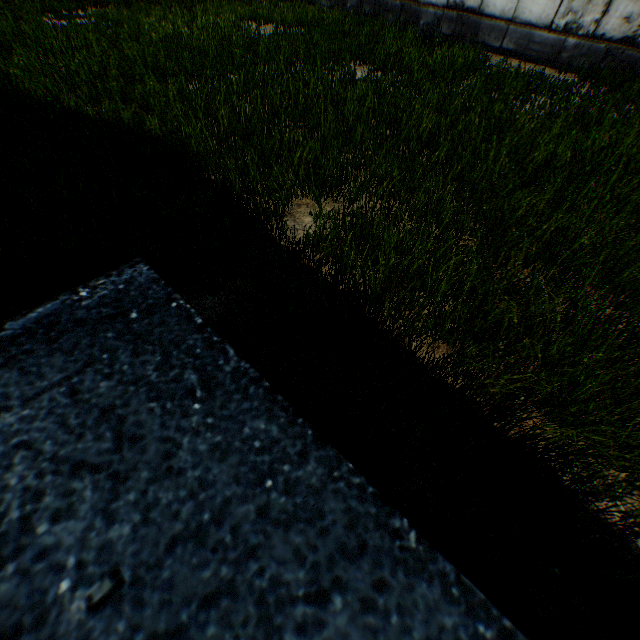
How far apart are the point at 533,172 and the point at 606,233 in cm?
185
